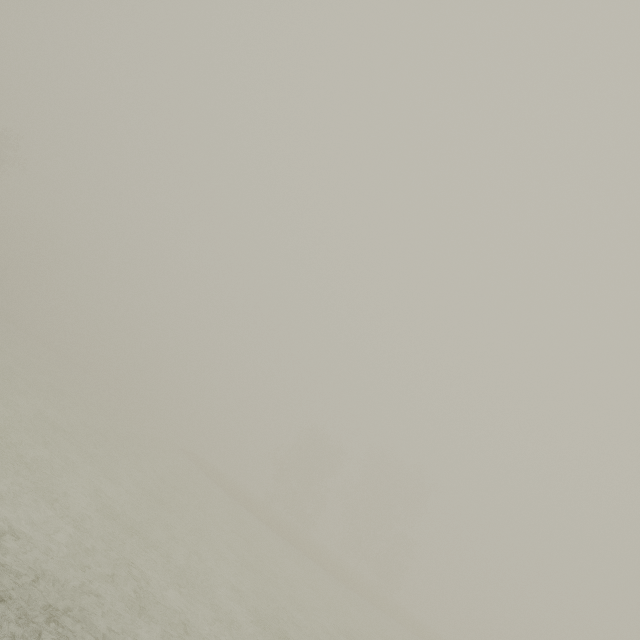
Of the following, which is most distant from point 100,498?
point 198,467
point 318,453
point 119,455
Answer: point 318,453
